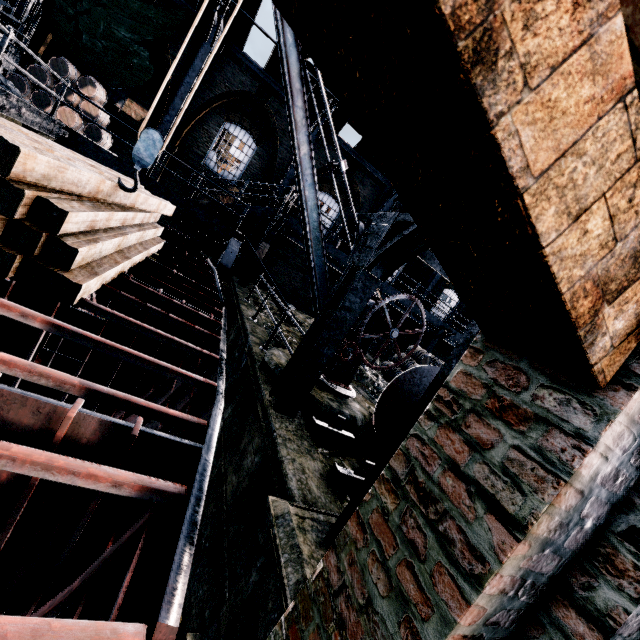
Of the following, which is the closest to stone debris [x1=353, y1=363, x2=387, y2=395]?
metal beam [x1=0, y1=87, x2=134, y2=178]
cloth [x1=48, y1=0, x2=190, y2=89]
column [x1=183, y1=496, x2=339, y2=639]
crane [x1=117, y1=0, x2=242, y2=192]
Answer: crane [x1=117, y1=0, x2=242, y2=192]

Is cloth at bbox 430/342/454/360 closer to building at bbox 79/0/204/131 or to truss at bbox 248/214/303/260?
building at bbox 79/0/204/131

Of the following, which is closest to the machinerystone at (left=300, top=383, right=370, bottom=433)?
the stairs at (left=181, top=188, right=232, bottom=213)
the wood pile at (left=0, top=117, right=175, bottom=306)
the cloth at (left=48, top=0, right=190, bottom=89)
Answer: the wood pile at (left=0, top=117, right=175, bottom=306)

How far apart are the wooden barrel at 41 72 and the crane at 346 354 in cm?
1304

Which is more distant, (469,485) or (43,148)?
(43,148)

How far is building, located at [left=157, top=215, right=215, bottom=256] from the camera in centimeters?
1727cm

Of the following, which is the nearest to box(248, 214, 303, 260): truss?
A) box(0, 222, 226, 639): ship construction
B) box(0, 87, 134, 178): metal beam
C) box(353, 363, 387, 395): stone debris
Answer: box(0, 222, 226, 639): ship construction

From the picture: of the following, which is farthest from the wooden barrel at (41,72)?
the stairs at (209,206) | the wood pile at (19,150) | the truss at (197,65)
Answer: the wood pile at (19,150)
